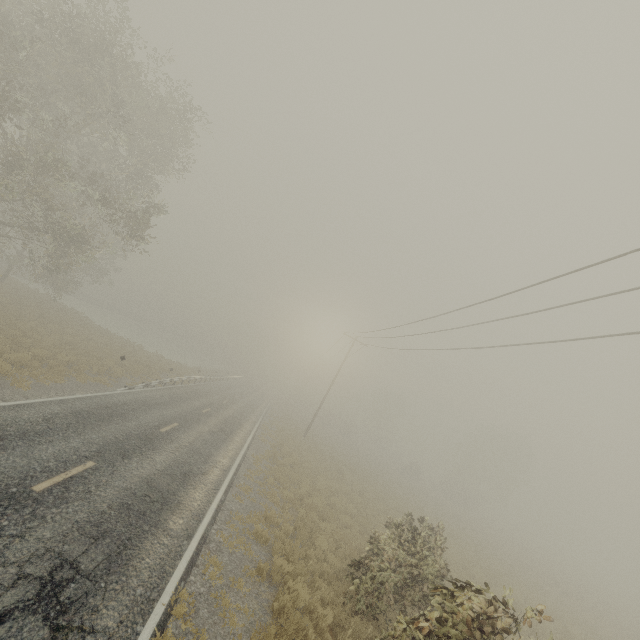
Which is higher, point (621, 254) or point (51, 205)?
point (621, 254)
